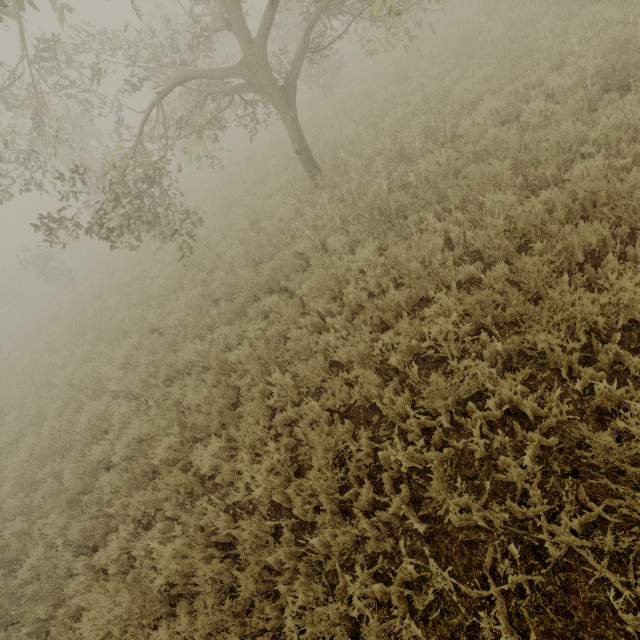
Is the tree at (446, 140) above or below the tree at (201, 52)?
below

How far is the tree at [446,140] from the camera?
6.0m

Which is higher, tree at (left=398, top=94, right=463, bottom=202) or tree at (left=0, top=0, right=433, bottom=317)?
tree at (left=0, top=0, right=433, bottom=317)

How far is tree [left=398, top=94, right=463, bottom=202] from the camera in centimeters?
604cm

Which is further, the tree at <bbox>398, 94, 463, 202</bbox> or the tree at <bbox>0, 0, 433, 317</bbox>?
the tree at <bbox>0, 0, 433, 317</bbox>

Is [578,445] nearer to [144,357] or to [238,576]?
[238,576]
